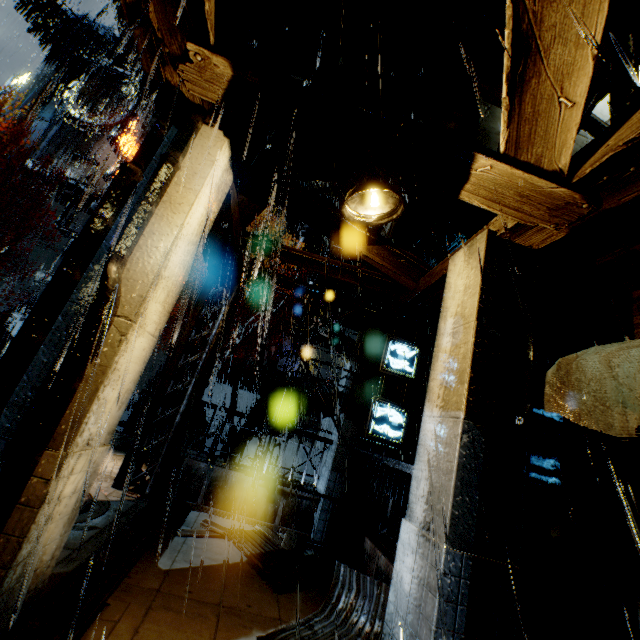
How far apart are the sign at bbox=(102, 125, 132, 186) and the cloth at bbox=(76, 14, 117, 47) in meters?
9.8 m

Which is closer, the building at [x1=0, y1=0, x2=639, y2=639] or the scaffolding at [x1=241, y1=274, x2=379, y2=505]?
the building at [x1=0, y1=0, x2=639, y2=639]

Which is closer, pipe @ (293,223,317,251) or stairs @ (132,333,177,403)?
stairs @ (132,333,177,403)

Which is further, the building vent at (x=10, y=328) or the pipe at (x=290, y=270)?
the pipe at (x=290, y=270)

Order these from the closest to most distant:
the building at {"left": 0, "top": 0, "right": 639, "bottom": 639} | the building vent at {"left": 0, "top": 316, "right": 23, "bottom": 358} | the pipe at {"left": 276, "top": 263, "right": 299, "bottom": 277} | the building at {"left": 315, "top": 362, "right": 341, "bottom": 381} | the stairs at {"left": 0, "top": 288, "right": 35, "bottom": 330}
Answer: the building at {"left": 0, "top": 0, "right": 639, "bottom": 639} → the building vent at {"left": 0, "top": 316, "right": 23, "bottom": 358} → the stairs at {"left": 0, "top": 288, "right": 35, "bottom": 330} → the building at {"left": 315, "top": 362, "right": 341, "bottom": 381} → the pipe at {"left": 276, "top": 263, "right": 299, "bottom": 277}

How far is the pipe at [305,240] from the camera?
31.7 meters

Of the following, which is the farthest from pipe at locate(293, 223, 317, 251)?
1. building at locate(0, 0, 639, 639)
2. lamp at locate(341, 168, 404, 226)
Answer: lamp at locate(341, 168, 404, 226)

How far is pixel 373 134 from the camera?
3.71m
